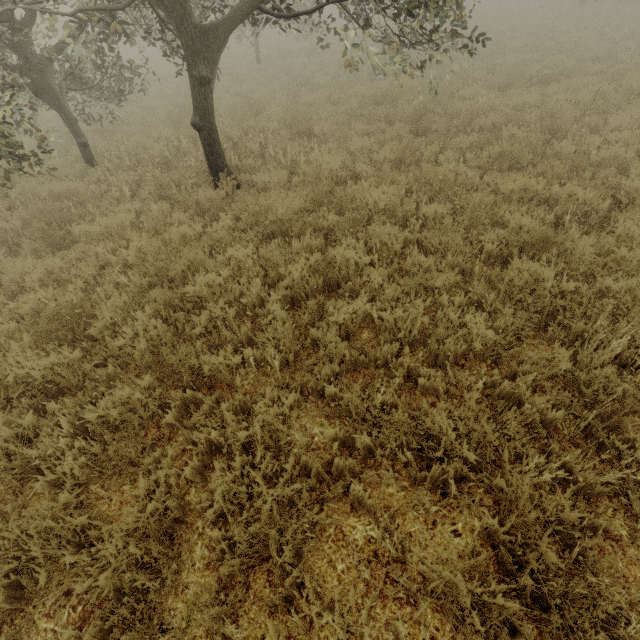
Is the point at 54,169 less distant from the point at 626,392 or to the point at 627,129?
the point at 626,392

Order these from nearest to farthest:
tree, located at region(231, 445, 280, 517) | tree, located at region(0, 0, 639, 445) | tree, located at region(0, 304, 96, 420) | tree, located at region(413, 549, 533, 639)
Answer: tree, located at region(413, 549, 533, 639) → tree, located at region(231, 445, 280, 517) → tree, located at region(0, 304, 96, 420) → tree, located at region(0, 0, 639, 445)

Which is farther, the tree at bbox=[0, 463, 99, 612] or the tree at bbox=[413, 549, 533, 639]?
the tree at bbox=[0, 463, 99, 612]

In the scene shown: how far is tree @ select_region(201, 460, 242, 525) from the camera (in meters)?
2.35

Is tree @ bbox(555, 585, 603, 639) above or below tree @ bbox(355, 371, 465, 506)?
below

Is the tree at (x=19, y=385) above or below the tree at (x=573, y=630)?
above
